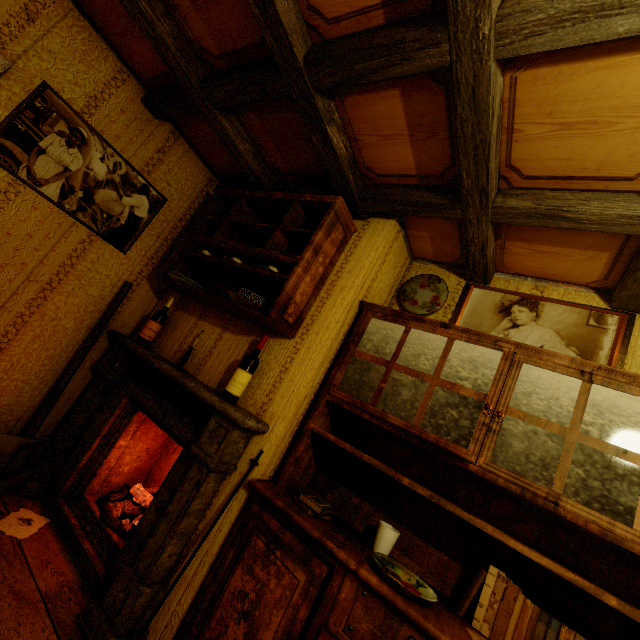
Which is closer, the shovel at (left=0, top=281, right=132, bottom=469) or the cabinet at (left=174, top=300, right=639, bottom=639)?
the cabinet at (left=174, top=300, right=639, bottom=639)

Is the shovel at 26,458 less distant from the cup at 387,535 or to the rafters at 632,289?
the rafters at 632,289

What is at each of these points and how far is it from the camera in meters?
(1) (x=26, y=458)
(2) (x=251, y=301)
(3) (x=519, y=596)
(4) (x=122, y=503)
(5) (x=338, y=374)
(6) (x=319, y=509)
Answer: (1) shovel, 2.3
(2) plate, 2.0
(3) book, 1.4
(4) fire, 2.4
(5) cabinet, 2.0
(6) book, 1.6

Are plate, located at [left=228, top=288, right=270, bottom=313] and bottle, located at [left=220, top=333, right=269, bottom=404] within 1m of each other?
yes

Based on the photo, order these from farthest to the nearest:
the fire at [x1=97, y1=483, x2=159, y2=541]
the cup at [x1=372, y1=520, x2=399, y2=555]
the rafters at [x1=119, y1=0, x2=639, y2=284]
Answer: the fire at [x1=97, y1=483, x2=159, y2=541]
the cup at [x1=372, y1=520, x2=399, y2=555]
the rafters at [x1=119, y1=0, x2=639, y2=284]

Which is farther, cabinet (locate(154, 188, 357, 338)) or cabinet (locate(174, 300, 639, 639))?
cabinet (locate(154, 188, 357, 338))

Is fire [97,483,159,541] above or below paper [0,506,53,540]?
above

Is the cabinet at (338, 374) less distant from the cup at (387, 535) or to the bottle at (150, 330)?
the cup at (387, 535)
